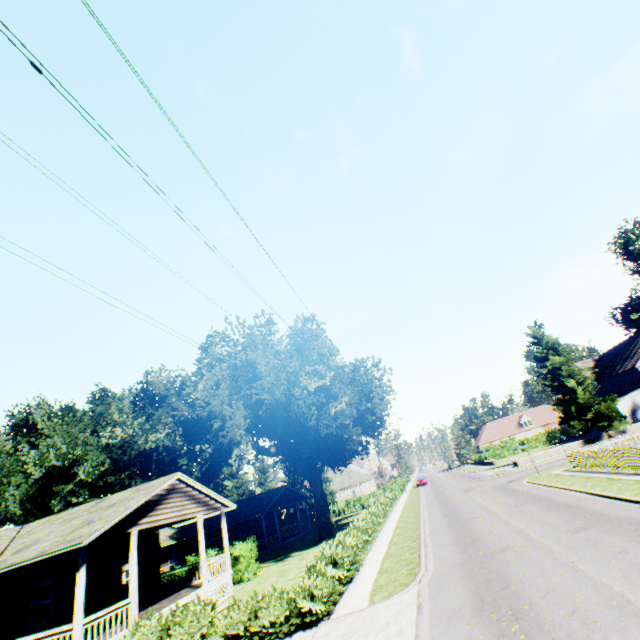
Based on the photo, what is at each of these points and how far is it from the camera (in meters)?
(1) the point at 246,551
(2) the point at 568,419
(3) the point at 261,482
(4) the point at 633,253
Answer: (1) hedge, 21.86
(2) plant, 40.28
(3) tree, 55.31
(4) plant, 56.31

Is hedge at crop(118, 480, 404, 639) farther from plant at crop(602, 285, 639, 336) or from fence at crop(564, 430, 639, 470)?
fence at crop(564, 430, 639, 470)

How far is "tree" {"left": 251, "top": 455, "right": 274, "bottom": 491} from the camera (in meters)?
54.63

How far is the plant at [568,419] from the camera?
37.9 meters

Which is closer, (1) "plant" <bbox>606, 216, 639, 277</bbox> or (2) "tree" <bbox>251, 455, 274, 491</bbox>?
(1) "plant" <bbox>606, 216, 639, 277</bbox>

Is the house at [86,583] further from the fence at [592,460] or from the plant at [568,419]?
the fence at [592,460]

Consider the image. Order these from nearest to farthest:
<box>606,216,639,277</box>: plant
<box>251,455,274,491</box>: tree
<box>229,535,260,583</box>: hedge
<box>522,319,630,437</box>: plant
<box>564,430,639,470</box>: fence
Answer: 1. <box>564,430,639,470</box>: fence
2. <box>229,535,260,583</box>: hedge
3. <box>522,319,630,437</box>: plant
4. <box>606,216,639,277</box>: plant
5. <box>251,455,274,491</box>: tree

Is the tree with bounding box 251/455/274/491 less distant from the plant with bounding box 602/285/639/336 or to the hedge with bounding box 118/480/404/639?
the plant with bounding box 602/285/639/336
